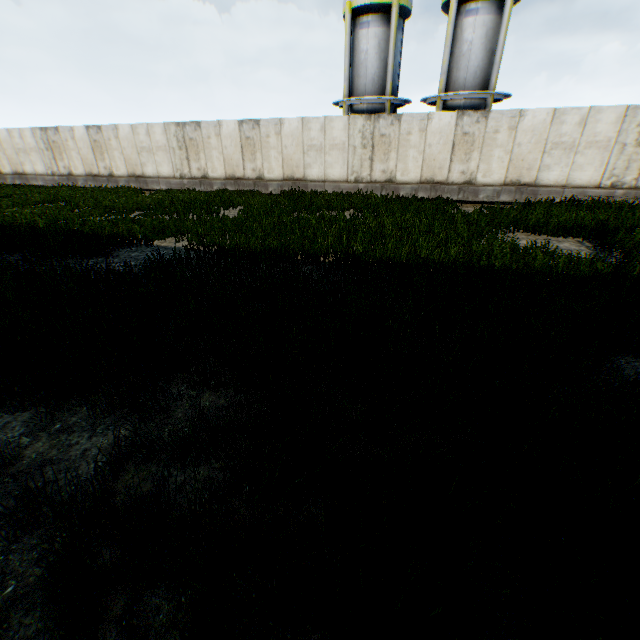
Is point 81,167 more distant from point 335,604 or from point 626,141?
point 626,141

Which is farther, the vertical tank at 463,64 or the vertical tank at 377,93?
the vertical tank at 377,93

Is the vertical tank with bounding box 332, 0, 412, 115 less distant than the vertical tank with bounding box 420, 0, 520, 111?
No
